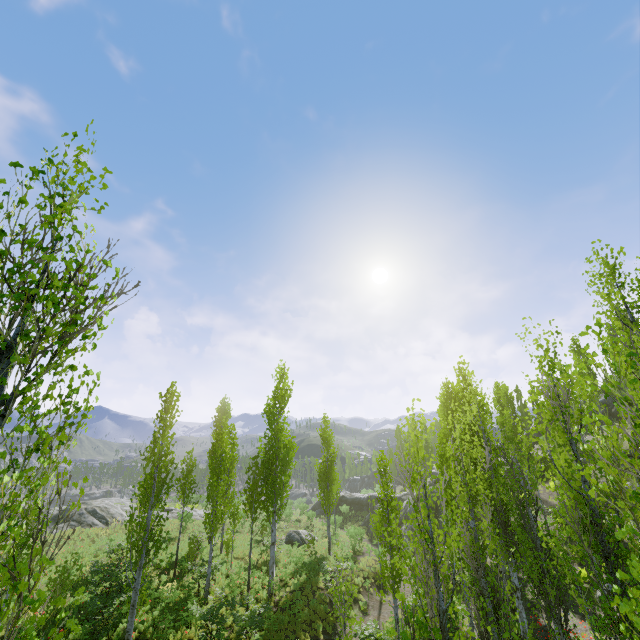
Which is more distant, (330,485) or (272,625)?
(330,485)

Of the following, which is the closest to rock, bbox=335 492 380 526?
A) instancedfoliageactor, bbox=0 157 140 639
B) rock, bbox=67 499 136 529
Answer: instancedfoliageactor, bbox=0 157 140 639

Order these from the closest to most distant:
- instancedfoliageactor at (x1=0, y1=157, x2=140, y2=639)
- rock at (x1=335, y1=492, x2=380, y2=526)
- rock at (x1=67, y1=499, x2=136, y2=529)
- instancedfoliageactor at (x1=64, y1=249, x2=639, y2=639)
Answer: instancedfoliageactor at (x1=0, y1=157, x2=140, y2=639) → instancedfoliageactor at (x1=64, y1=249, x2=639, y2=639) → rock at (x1=67, y1=499, x2=136, y2=529) → rock at (x1=335, y1=492, x2=380, y2=526)

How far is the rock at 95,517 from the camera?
28.86m

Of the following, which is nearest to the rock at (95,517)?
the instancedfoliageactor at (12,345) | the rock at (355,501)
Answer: the instancedfoliageactor at (12,345)

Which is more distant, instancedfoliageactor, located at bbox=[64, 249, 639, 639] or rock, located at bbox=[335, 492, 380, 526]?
rock, located at bbox=[335, 492, 380, 526]

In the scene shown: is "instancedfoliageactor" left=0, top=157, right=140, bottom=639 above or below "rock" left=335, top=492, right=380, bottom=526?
above
